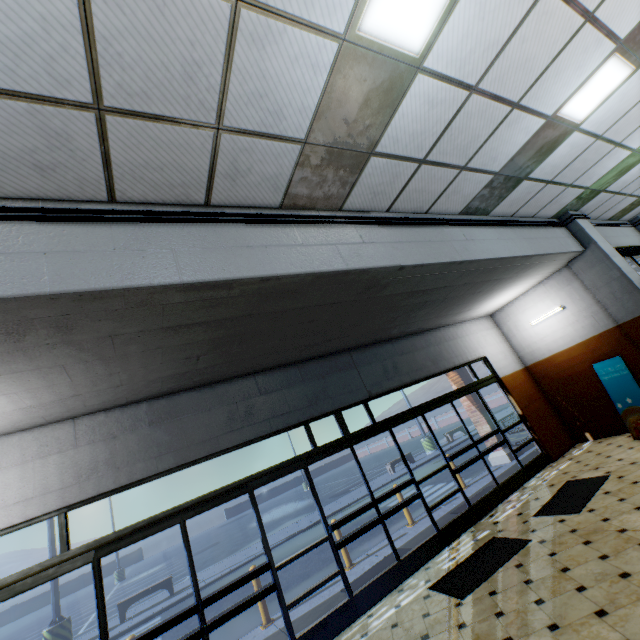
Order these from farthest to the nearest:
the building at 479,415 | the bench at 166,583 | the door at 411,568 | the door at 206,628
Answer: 1. the bench at 166,583
2. the building at 479,415
3. the door at 411,568
4. the door at 206,628

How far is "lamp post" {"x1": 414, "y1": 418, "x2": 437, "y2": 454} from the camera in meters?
19.6 m

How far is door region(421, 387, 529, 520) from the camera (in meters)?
6.54

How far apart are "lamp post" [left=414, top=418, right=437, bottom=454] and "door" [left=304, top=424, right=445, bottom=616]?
15.0m

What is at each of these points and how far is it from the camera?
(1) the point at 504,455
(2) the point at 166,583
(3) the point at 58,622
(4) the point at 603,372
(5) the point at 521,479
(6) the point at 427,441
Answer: (1) building, 9.7m
(2) bench, 12.0m
(3) lamp post, 10.5m
(4) sign, 7.3m
(5) door, 7.2m
(6) lamp post, 19.8m

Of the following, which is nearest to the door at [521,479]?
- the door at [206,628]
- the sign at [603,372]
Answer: the sign at [603,372]

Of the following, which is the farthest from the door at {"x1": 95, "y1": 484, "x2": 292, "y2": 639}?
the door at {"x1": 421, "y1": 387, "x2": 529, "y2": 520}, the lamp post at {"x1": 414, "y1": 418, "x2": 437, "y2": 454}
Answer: the lamp post at {"x1": 414, "y1": 418, "x2": 437, "y2": 454}

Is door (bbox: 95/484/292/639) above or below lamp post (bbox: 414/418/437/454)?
above
